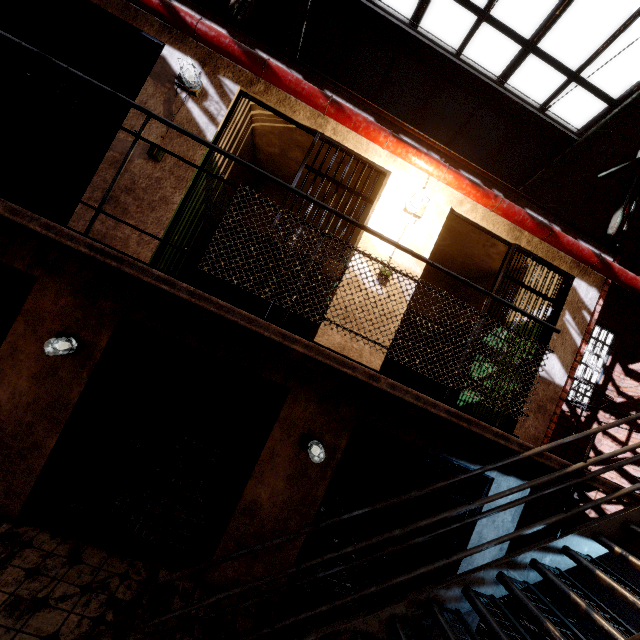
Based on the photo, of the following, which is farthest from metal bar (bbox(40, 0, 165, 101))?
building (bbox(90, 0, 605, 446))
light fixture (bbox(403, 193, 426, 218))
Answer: light fixture (bbox(403, 193, 426, 218))

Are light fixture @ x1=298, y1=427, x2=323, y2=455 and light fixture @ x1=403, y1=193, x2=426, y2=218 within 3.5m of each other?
yes

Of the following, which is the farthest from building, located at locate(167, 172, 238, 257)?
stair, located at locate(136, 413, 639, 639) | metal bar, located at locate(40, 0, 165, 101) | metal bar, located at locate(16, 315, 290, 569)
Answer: stair, located at locate(136, 413, 639, 639)

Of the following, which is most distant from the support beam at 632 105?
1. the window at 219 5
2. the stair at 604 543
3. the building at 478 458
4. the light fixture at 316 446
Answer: the light fixture at 316 446

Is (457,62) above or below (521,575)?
above

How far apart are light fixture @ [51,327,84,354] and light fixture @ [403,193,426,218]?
4.0m

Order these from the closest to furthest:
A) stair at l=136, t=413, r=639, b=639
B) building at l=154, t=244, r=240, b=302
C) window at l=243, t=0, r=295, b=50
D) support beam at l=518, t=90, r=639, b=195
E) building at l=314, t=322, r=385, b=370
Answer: stair at l=136, t=413, r=639, b=639 → building at l=314, t=322, r=385, b=370 → building at l=154, t=244, r=240, b=302 → support beam at l=518, t=90, r=639, b=195 → window at l=243, t=0, r=295, b=50

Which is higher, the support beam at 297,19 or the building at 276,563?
the support beam at 297,19
